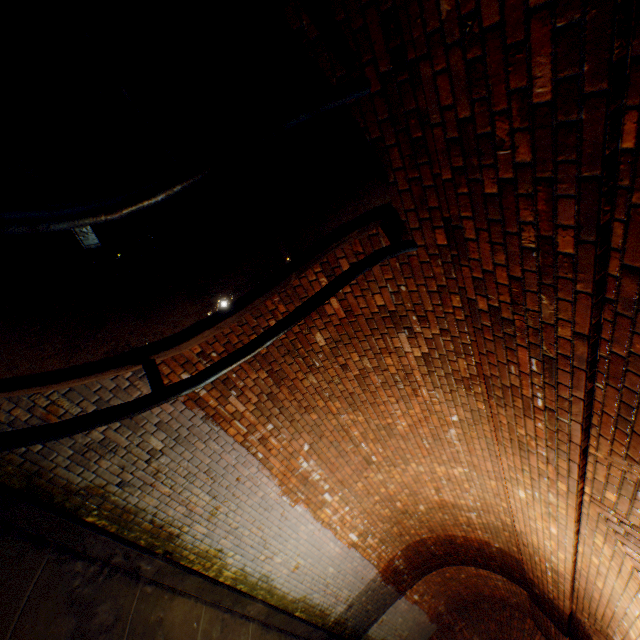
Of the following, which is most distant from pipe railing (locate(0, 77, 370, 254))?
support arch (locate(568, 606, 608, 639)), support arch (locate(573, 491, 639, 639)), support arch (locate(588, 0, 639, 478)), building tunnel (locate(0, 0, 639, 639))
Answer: support arch (locate(568, 606, 608, 639))

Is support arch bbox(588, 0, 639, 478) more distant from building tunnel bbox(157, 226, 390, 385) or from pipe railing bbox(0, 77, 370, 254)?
pipe railing bbox(0, 77, 370, 254)

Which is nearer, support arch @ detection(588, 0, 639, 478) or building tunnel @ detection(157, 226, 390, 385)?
support arch @ detection(588, 0, 639, 478)

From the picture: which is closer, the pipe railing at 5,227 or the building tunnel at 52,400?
the pipe railing at 5,227

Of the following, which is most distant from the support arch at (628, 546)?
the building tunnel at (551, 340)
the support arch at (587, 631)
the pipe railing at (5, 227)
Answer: the pipe railing at (5, 227)

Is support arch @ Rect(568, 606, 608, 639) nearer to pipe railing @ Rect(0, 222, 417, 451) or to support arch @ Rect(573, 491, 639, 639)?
support arch @ Rect(573, 491, 639, 639)

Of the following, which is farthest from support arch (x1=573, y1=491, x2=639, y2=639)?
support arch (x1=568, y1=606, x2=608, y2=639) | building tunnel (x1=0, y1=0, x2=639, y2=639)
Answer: support arch (x1=568, y1=606, x2=608, y2=639)

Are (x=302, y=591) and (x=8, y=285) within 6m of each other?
no
